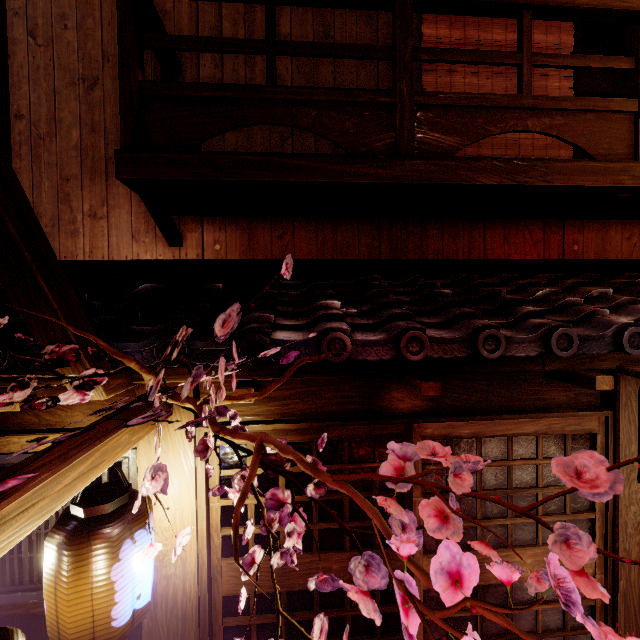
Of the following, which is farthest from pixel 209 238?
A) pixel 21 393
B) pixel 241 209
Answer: pixel 21 393

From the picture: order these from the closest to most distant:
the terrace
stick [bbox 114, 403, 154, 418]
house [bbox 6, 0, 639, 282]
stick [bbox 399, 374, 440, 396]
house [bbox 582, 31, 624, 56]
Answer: stick [bbox 114, 403, 154, 418], stick [bbox 399, 374, 440, 396], the terrace, house [bbox 6, 0, 639, 282], house [bbox 582, 31, 624, 56]

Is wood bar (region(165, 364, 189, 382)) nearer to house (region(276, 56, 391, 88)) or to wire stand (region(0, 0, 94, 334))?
wire stand (region(0, 0, 94, 334))

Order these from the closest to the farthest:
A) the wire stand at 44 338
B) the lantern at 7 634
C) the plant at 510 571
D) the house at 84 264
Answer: the plant at 510 571 < the lantern at 7 634 < the wire stand at 44 338 < the house at 84 264

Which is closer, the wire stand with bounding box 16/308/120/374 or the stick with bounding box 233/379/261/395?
the wire stand with bounding box 16/308/120/374

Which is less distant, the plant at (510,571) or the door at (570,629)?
the plant at (510,571)

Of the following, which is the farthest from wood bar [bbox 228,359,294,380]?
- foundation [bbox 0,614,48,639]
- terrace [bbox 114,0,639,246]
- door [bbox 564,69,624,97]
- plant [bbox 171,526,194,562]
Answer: door [bbox 564,69,624,97]

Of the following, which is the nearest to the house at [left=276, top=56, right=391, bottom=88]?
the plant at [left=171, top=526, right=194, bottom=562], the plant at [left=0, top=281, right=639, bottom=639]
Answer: the plant at [left=0, top=281, right=639, bottom=639]
